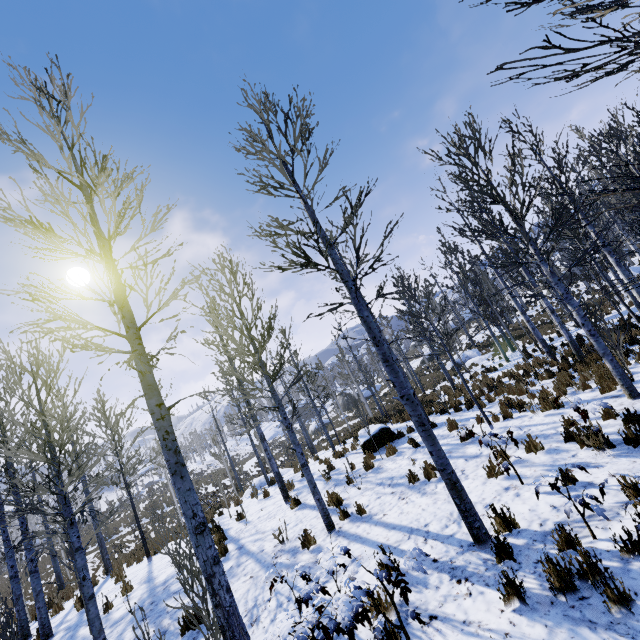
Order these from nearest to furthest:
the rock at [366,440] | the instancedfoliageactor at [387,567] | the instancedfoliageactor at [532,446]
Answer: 1. the instancedfoliageactor at [387,567]
2. the instancedfoliageactor at [532,446]
3. the rock at [366,440]

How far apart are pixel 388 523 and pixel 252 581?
2.94m

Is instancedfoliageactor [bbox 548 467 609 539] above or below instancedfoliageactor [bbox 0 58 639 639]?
above

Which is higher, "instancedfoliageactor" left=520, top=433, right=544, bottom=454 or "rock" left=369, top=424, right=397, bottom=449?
"rock" left=369, top=424, right=397, bottom=449

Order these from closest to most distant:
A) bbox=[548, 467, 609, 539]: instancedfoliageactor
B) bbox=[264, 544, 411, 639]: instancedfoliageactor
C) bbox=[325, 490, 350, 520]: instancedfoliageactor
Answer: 1. bbox=[264, 544, 411, 639]: instancedfoliageactor
2. bbox=[548, 467, 609, 539]: instancedfoliageactor
3. bbox=[325, 490, 350, 520]: instancedfoliageactor

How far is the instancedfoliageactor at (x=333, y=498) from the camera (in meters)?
7.35

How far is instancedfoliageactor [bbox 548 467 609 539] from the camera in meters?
3.8

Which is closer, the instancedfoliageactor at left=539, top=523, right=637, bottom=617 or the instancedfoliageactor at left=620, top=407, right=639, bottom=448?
the instancedfoliageactor at left=539, top=523, right=637, bottom=617
